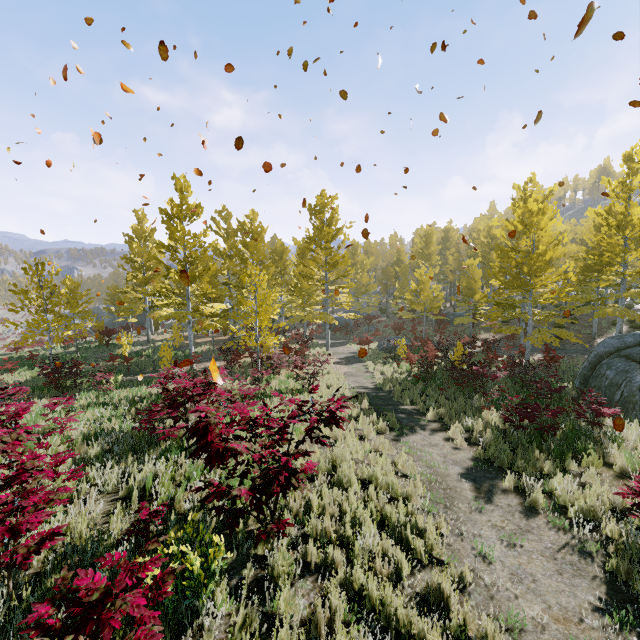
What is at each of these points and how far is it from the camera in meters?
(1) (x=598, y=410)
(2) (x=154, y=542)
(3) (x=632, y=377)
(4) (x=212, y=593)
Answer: (1) instancedfoliageactor, 8.5
(2) instancedfoliageactor, 2.4
(3) rock, 11.3
(4) instancedfoliageactor, 3.2

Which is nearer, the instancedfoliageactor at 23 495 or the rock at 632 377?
the instancedfoliageactor at 23 495

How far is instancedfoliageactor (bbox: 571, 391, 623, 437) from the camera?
8.42m

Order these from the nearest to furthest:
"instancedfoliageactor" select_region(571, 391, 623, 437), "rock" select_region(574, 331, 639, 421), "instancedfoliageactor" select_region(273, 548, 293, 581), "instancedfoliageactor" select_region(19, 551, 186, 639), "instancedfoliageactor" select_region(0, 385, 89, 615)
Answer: "instancedfoliageactor" select_region(19, 551, 186, 639), "instancedfoliageactor" select_region(0, 385, 89, 615), "instancedfoliageactor" select_region(273, 548, 293, 581), "instancedfoliageactor" select_region(571, 391, 623, 437), "rock" select_region(574, 331, 639, 421)

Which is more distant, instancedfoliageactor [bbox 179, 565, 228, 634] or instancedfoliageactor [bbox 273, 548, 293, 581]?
instancedfoliageactor [bbox 273, 548, 293, 581]

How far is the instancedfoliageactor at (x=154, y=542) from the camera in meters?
2.5
